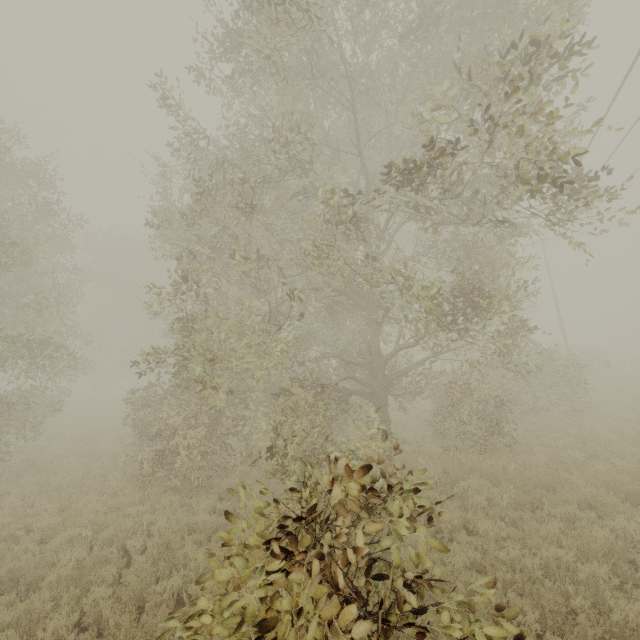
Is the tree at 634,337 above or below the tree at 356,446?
below

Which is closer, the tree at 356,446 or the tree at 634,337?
the tree at 356,446

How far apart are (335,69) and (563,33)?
8.7m

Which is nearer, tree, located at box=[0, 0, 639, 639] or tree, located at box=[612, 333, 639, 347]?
tree, located at box=[0, 0, 639, 639]

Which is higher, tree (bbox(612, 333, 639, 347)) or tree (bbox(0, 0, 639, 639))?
tree (bbox(0, 0, 639, 639))
